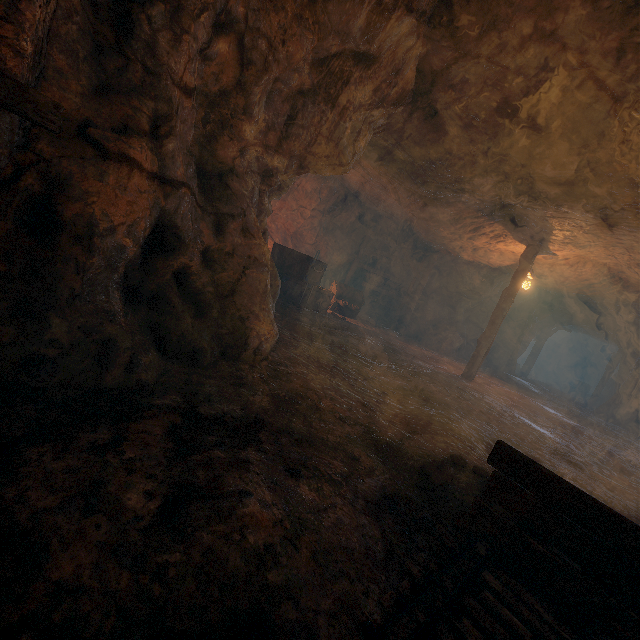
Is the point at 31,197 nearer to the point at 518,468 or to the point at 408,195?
the point at 518,468

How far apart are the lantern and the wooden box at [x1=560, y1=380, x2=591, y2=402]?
17.0 meters

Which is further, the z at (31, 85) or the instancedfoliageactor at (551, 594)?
the instancedfoliageactor at (551, 594)

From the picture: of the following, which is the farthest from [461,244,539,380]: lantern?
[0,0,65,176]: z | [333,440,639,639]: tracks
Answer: [0,0,65,176]: z

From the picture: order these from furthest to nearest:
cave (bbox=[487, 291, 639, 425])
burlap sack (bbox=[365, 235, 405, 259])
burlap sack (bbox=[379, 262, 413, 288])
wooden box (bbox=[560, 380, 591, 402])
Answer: wooden box (bbox=[560, 380, 591, 402]) → burlap sack (bbox=[379, 262, 413, 288]) → burlap sack (bbox=[365, 235, 405, 259]) → cave (bbox=[487, 291, 639, 425])

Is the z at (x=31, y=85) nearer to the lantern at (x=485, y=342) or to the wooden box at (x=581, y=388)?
the lantern at (x=485, y=342)

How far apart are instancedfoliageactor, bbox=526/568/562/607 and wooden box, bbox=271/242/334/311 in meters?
8.8 m

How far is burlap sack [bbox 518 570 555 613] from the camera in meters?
→ 2.1 m
